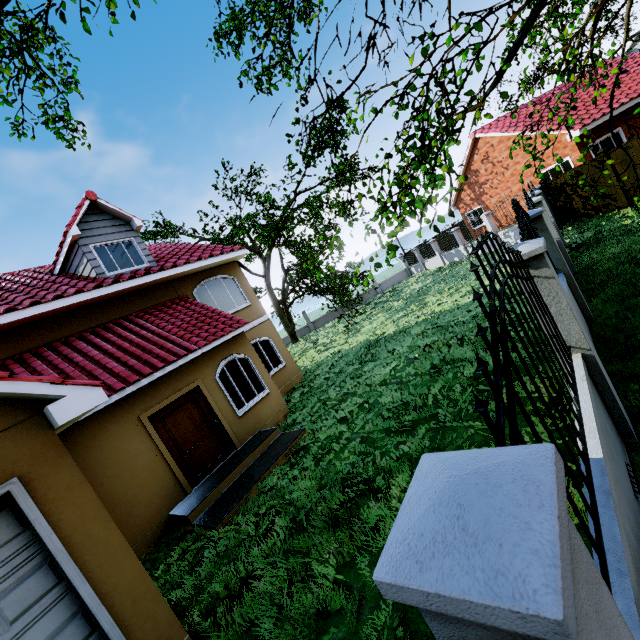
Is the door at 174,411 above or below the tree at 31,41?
below

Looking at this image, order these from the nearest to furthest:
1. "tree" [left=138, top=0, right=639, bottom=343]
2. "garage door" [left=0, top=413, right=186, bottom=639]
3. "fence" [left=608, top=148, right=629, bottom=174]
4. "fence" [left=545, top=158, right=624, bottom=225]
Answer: A:
"garage door" [left=0, top=413, right=186, bottom=639]
"tree" [left=138, top=0, right=639, bottom=343]
"fence" [left=608, top=148, right=629, bottom=174]
"fence" [left=545, top=158, right=624, bottom=225]

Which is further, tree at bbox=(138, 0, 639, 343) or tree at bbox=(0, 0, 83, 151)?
tree at bbox=(0, 0, 83, 151)

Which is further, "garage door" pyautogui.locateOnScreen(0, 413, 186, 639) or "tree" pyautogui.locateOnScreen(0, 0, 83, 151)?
"tree" pyautogui.locateOnScreen(0, 0, 83, 151)

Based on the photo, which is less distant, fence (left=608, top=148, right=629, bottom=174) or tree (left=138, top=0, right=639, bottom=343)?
tree (left=138, top=0, right=639, bottom=343)

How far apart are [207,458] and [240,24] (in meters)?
11.76

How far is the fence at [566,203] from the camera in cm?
1238

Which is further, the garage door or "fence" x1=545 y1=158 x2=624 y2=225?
"fence" x1=545 y1=158 x2=624 y2=225
